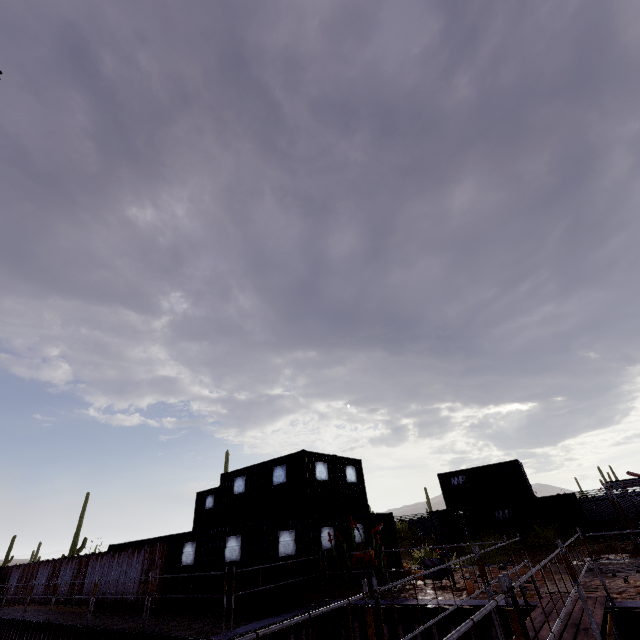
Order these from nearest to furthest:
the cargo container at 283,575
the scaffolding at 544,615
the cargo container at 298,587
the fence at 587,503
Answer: the scaffolding at 544,615 → the cargo container at 298,587 → the cargo container at 283,575 → the fence at 587,503

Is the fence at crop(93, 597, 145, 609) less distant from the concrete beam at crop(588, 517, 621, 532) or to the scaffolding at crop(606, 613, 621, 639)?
the scaffolding at crop(606, 613, 621, 639)

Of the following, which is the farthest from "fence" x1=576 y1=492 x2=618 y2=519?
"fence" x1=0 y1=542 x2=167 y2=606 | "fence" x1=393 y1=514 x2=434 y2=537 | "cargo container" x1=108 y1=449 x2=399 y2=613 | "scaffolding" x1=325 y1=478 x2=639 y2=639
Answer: "fence" x1=0 y1=542 x2=167 y2=606

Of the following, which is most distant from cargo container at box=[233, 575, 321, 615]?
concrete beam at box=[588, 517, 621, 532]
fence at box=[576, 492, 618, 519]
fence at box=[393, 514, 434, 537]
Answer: fence at box=[393, 514, 434, 537]

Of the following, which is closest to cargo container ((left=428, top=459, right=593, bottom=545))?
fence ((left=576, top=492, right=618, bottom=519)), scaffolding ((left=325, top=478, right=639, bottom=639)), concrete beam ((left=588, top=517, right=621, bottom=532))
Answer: concrete beam ((left=588, top=517, right=621, bottom=532))

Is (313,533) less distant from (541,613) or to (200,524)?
(541,613)

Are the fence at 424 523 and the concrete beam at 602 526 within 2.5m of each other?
no

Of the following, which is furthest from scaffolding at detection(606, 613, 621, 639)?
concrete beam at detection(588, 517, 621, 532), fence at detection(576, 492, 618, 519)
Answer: fence at detection(576, 492, 618, 519)
